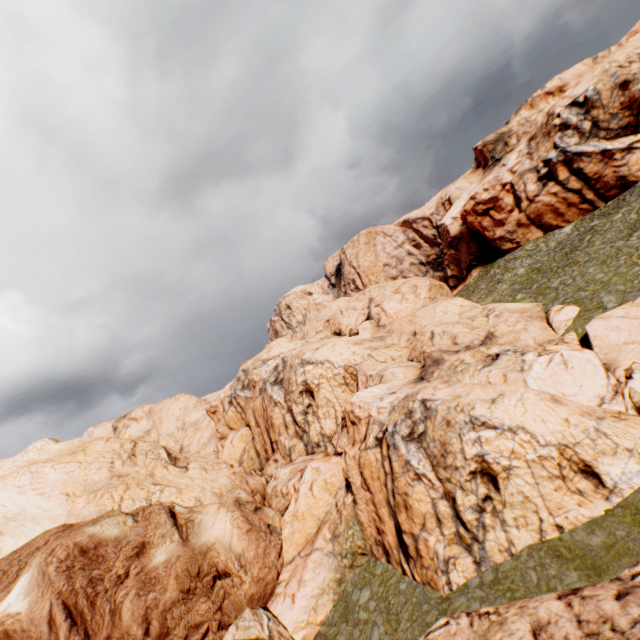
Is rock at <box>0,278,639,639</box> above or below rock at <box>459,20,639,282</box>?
below

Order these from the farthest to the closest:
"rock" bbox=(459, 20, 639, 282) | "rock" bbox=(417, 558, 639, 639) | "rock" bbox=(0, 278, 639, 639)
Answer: "rock" bbox=(459, 20, 639, 282) → "rock" bbox=(0, 278, 639, 639) → "rock" bbox=(417, 558, 639, 639)

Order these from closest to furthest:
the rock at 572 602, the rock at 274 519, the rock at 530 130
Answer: the rock at 572 602 < the rock at 274 519 < the rock at 530 130

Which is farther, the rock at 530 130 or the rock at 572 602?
the rock at 530 130

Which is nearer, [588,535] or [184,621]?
[588,535]

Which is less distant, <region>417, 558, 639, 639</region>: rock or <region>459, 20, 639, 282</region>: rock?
<region>417, 558, 639, 639</region>: rock
